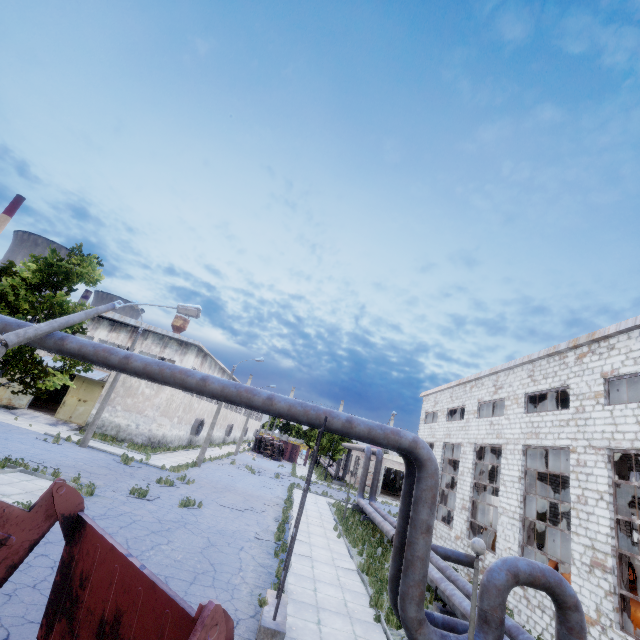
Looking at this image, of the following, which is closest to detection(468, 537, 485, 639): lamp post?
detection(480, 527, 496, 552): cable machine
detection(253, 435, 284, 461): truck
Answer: detection(480, 527, 496, 552): cable machine

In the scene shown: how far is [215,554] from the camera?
11.2 meters

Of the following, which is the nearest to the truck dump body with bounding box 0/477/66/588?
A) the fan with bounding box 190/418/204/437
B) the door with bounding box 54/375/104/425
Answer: the door with bounding box 54/375/104/425

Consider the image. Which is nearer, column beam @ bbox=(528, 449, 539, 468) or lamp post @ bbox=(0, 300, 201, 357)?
lamp post @ bbox=(0, 300, 201, 357)

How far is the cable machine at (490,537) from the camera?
20.5m

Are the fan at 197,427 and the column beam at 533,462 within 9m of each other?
no

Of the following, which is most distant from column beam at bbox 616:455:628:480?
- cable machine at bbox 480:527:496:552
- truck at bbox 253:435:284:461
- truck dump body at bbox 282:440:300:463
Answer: truck dump body at bbox 282:440:300:463

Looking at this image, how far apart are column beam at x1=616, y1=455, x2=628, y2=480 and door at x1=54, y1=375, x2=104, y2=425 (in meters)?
34.20
